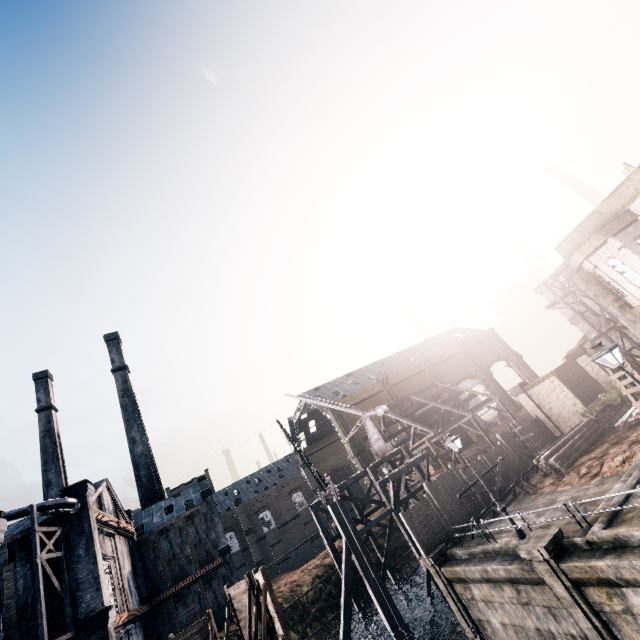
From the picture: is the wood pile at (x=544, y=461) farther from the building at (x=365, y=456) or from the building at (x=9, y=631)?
the building at (x=365, y=456)

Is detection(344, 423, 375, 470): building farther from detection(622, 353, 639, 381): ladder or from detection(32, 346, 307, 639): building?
detection(622, 353, 639, 381): ladder

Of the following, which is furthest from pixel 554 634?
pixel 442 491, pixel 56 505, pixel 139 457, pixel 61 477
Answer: pixel 61 477

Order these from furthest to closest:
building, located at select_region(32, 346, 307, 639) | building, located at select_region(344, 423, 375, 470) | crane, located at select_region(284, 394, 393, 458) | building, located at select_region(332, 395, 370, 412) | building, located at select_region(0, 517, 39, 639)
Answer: building, located at select_region(332, 395, 370, 412) → building, located at select_region(344, 423, 375, 470) → crane, located at select_region(284, 394, 393, 458) → building, located at select_region(32, 346, 307, 639) → building, located at select_region(0, 517, 39, 639)

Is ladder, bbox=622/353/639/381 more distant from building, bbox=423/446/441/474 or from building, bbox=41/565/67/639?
building, bbox=423/446/441/474

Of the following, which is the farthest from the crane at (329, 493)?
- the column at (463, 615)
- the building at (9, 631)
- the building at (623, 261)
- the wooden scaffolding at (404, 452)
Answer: the building at (623, 261)

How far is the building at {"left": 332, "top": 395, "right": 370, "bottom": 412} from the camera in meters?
58.4

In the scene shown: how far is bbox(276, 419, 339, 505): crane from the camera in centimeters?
2502cm
